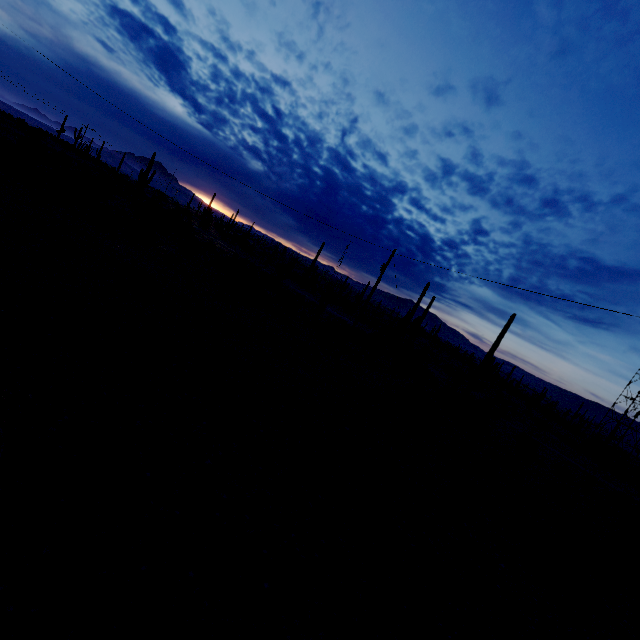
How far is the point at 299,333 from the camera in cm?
2216
